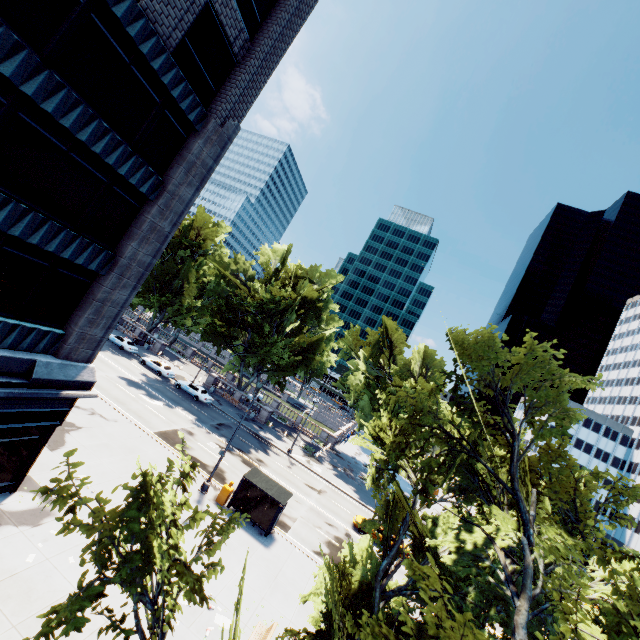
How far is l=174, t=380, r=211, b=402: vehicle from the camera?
39.7m

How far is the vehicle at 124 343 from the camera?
43.6 meters

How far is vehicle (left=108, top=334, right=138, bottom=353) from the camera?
43.62m

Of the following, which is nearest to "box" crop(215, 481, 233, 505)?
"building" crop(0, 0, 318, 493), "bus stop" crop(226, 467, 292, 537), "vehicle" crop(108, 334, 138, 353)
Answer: "bus stop" crop(226, 467, 292, 537)

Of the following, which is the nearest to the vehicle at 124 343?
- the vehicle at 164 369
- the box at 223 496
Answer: the vehicle at 164 369

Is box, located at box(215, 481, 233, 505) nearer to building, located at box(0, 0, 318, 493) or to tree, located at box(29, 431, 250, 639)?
tree, located at box(29, 431, 250, 639)

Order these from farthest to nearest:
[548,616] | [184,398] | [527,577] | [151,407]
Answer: [184,398], [151,407], [548,616], [527,577]

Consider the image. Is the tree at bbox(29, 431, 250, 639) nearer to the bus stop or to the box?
the bus stop
